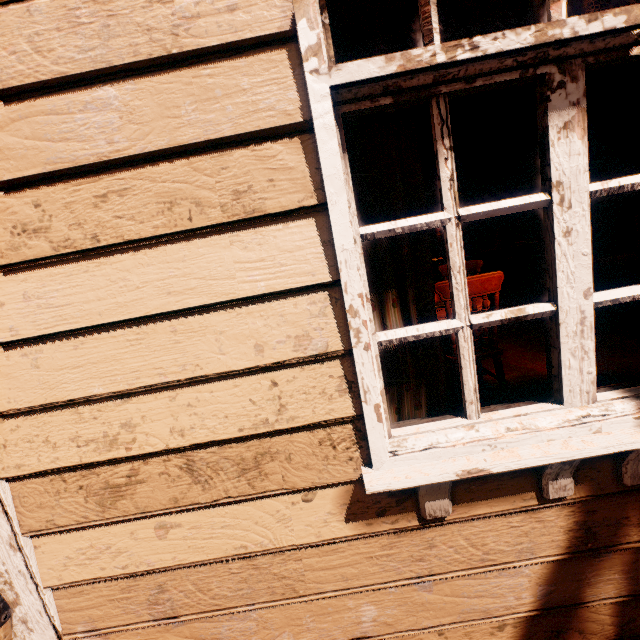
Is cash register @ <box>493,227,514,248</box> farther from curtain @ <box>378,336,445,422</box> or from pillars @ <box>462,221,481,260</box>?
curtain @ <box>378,336,445,422</box>

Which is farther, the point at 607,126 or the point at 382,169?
the point at 607,126

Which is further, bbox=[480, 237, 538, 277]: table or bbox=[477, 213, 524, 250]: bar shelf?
bbox=[477, 213, 524, 250]: bar shelf

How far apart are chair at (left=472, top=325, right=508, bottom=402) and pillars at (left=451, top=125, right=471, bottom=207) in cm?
502

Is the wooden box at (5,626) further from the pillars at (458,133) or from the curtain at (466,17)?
the pillars at (458,133)

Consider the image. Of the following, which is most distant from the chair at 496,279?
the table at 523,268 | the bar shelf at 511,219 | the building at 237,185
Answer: the bar shelf at 511,219

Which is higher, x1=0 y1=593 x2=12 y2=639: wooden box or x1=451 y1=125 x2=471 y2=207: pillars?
x1=451 y1=125 x2=471 y2=207: pillars
